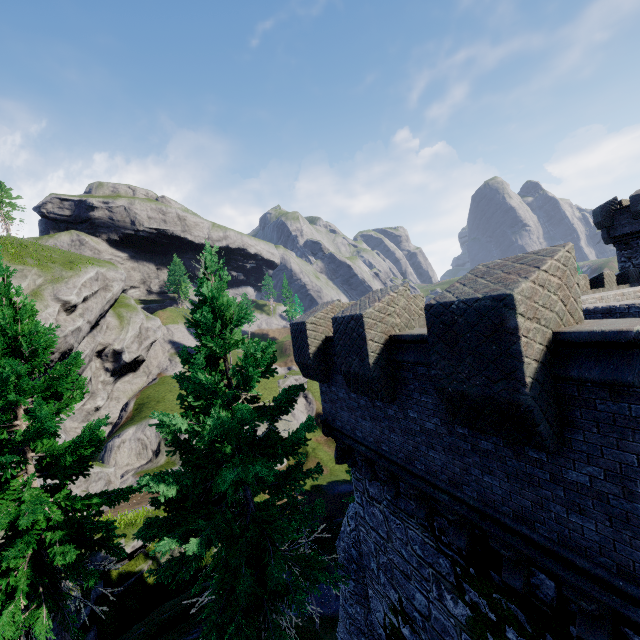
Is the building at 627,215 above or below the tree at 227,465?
above

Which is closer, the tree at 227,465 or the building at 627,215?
the tree at 227,465

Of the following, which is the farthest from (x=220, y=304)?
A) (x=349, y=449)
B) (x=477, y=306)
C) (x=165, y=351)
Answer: (x=165, y=351)

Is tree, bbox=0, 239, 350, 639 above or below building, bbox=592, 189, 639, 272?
below

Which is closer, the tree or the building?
the tree
